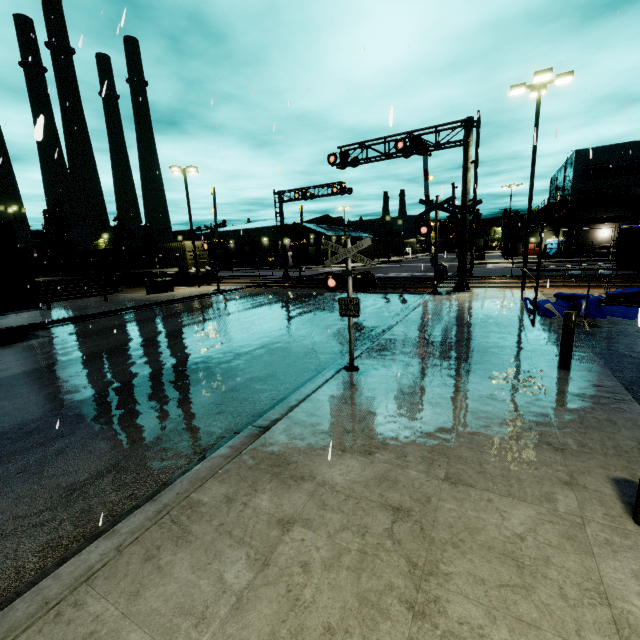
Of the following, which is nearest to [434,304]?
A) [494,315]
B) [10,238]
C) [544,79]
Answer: [494,315]

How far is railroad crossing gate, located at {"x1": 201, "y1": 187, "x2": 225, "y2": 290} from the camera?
23.7 meters

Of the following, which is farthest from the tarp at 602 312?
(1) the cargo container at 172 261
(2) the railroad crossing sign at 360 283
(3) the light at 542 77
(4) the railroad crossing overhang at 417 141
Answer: (2) the railroad crossing sign at 360 283

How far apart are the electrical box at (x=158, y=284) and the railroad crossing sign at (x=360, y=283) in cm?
2202

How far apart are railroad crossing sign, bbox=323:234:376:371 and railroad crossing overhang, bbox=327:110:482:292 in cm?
1236

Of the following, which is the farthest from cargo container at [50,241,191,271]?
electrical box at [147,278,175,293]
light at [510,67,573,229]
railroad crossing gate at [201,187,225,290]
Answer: light at [510,67,573,229]

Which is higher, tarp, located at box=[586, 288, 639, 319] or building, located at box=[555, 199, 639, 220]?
building, located at box=[555, 199, 639, 220]

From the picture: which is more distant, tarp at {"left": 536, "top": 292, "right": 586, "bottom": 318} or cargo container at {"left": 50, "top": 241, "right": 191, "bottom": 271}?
cargo container at {"left": 50, "top": 241, "right": 191, "bottom": 271}
